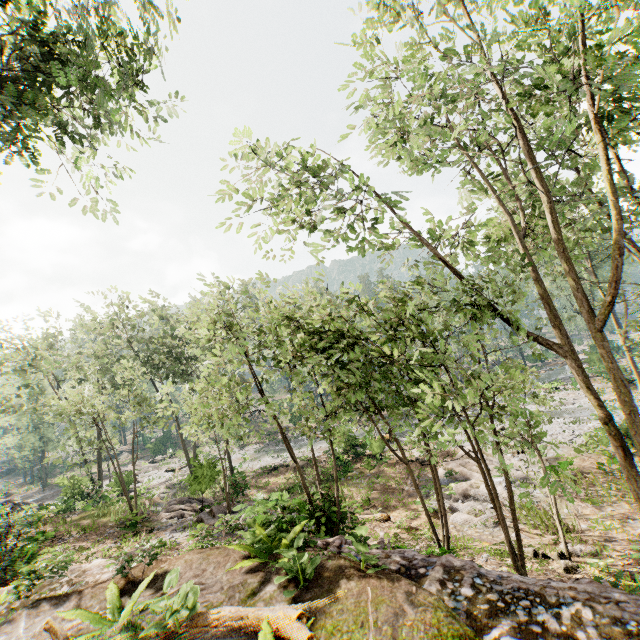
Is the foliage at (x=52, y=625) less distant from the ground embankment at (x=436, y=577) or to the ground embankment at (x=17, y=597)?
the ground embankment at (x=436, y=577)

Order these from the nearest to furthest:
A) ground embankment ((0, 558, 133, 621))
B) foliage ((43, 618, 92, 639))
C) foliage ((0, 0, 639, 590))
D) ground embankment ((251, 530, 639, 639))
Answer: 1. ground embankment ((251, 530, 639, 639))
2. foliage ((43, 618, 92, 639))
3. foliage ((0, 0, 639, 590))
4. ground embankment ((0, 558, 133, 621))

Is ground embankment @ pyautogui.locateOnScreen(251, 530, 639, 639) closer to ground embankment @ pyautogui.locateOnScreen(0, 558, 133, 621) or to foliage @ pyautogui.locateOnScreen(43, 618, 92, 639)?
foliage @ pyautogui.locateOnScreen(43, 618, 92, 639)

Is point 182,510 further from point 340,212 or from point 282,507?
point 340,212

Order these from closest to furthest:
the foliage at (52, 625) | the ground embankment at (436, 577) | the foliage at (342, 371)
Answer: the ground embankment at (436, 577), the foliage at (52, 625), the foliage at (342, 371)

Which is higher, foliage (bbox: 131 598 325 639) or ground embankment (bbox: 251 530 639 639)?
foliage (bbox: 131 598 325 639)
